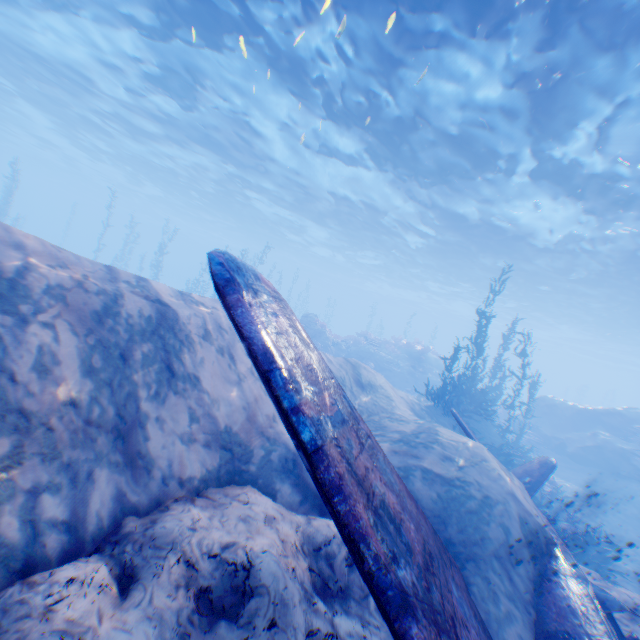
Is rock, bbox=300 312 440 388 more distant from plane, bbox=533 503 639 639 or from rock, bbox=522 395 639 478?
plane, bbox=533 503 639 639

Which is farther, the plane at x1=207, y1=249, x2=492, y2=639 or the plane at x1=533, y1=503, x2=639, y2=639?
the plane at x1=533, y1=503, x2=639, y2=639

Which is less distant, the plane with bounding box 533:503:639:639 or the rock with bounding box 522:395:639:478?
the plane with bounding box 533:503:639:639

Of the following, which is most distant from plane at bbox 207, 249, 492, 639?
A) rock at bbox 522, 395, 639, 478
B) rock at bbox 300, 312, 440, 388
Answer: rock at bbox 300, 312, 440, 388

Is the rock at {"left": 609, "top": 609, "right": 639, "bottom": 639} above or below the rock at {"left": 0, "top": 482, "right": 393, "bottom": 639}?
below

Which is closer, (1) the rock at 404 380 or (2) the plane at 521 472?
(2) the plane at 521 472

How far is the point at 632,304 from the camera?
25.11m

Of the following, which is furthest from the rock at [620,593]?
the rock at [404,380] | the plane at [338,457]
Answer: the rock at [404,380]
